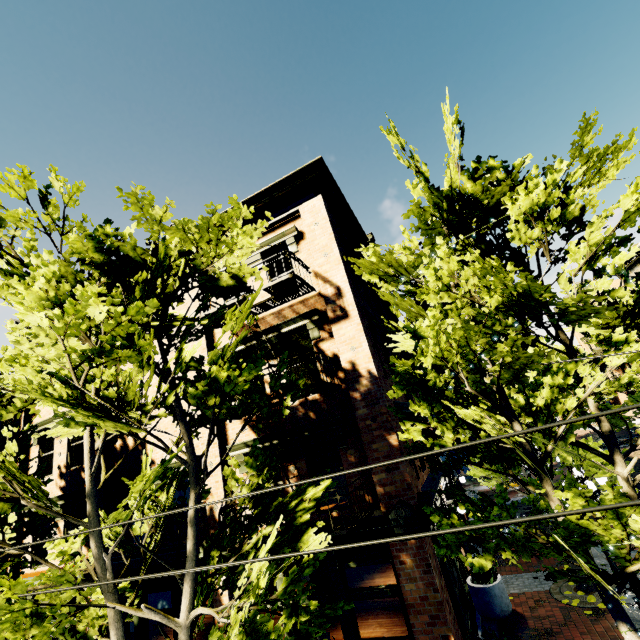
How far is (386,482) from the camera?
7.38m

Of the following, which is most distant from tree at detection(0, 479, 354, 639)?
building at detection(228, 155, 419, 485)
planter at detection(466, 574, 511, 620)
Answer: planter at detection(466, 574, 511, 620)

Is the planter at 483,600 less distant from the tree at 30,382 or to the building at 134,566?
the building at 134,566

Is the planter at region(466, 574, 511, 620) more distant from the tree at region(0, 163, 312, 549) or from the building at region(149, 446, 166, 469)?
the tree at region(0, 163, 312, 549)

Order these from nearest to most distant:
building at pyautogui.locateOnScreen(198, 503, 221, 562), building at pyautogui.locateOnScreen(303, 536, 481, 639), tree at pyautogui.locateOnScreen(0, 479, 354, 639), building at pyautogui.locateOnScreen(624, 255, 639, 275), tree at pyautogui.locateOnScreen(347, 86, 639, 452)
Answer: tree at pyautogui.locateOnScreen(0, 479, 354, 639), tree at pyautogui.locateOnScreen(347, 86, 639, 452), building at pyautogui.locateOnScreen(303, 536, 481, 639), building at pyautogui.locateOnScreen(198, 503, 221, 562), building at pyautogui.locateOnScreen(624, 255, 639, 275)

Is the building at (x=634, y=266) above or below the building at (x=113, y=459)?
above

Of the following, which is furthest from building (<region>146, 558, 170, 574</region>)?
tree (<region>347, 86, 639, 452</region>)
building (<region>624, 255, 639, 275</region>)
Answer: building (<region>624, 255, 639, 275</region>)

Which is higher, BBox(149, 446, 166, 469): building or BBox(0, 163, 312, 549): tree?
BBox(149, 446, 166, 469): building
